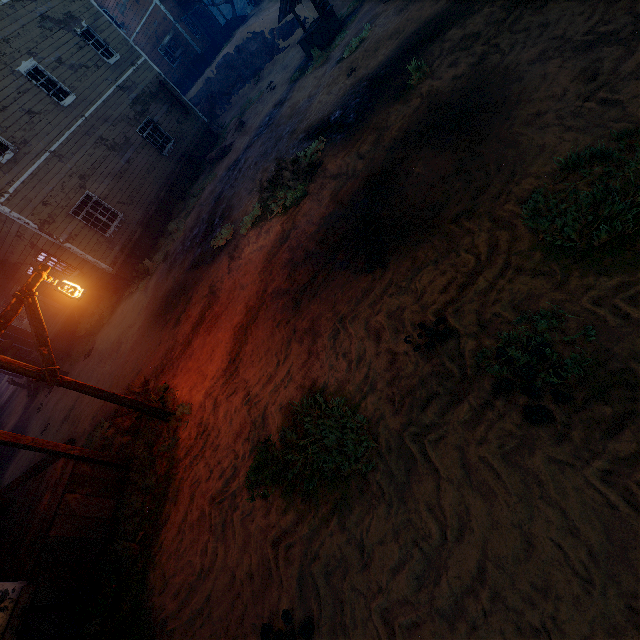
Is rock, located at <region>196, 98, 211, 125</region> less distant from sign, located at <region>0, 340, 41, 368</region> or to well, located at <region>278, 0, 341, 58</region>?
well, located at <region>278, 0, 341, 58</region>

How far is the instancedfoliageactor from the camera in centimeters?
1611cm

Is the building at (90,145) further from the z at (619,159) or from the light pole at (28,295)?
the light pole at (28,295)

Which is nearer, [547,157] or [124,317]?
[547,157]

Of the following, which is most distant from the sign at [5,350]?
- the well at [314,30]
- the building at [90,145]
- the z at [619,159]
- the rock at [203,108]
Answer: the rock at [203,108]

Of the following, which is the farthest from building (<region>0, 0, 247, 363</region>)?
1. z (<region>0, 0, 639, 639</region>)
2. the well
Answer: the well

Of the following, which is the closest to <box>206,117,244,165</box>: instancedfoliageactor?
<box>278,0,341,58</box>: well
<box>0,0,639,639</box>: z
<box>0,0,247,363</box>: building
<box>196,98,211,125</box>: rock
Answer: <box>0,0,639,639</box>: z

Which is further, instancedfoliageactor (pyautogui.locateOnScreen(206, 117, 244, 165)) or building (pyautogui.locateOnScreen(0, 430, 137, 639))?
instancedfoliageactor (pyautogui.locateOnScreen(206, 117, 244, 165))
